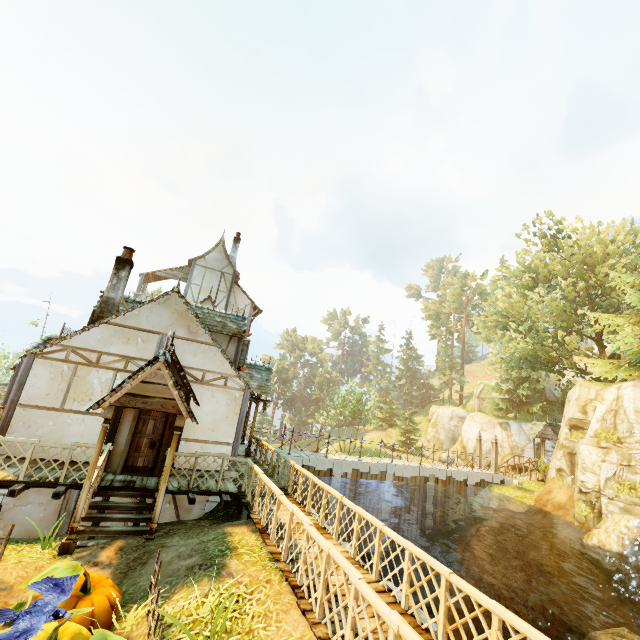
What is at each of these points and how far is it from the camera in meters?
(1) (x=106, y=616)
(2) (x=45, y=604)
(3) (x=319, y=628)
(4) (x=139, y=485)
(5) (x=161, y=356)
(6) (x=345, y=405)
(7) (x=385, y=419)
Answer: (1) pumpkin, 5.1
(2) crow, 4.3
(3) wooden platform, 4.6
(4) wooden platform, 9.3
(5) building, 9.3
(6) tree, 43.1
(7) tree, 59.8

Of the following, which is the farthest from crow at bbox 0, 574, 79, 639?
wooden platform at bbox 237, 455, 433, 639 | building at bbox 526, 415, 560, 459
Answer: building at bbox 526, 415, 560, 459

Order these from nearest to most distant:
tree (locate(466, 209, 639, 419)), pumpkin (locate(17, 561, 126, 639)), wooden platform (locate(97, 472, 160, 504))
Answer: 1. pumpkin (locate(17, 561, 126, 639))
2. wooden platform (locate(97, 472, 160, 504))
3. tree (locate(466, 209, 639, 419))

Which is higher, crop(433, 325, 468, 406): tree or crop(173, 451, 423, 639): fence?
crop(433, 325, 468, 406): tree

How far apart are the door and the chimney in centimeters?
347cm

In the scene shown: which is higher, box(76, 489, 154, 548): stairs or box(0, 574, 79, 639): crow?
box(0, 574, 79, 639): crow

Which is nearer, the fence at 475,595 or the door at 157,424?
the fence at 475,595

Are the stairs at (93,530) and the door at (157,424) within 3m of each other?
yes
